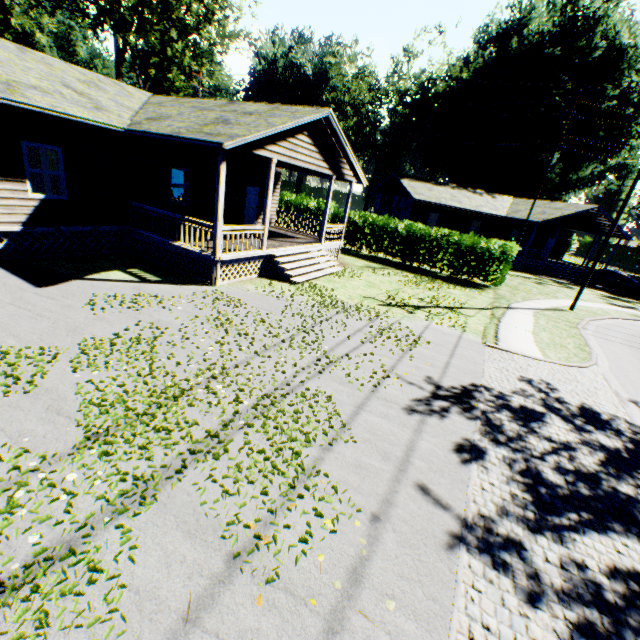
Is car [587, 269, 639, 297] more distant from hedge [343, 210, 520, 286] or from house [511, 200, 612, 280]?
hedge [343, 210, 520, 286]

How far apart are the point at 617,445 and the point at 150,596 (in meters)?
8.45

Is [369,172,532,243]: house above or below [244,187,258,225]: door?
above

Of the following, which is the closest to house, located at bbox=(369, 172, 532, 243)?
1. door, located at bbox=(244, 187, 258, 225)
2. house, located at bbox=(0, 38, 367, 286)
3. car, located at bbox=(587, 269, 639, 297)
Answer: car, located at bbox=(587, 269, 639, 297)

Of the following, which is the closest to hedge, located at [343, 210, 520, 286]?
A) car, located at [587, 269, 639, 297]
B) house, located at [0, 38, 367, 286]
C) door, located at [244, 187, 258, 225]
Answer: house, located at [0, 38, 367, 286]

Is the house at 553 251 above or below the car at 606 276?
above

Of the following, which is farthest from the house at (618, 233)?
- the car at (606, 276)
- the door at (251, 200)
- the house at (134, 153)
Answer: the door at (251, 200)
